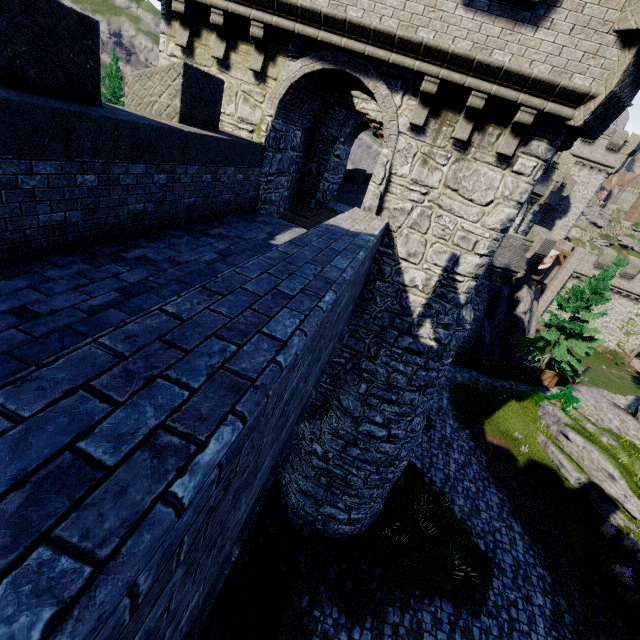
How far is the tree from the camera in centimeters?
2262cm

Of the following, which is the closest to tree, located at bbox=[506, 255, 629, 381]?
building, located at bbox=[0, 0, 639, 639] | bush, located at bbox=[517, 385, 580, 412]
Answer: bush, located at bbox=[517, 385, 580, 412]

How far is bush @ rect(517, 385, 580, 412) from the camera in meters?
20.7 m

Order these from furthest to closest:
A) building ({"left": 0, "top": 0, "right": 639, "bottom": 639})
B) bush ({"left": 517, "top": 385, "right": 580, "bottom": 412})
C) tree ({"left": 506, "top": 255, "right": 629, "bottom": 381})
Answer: tree ({"left": 506, "top": 255, "right": 629, "bottom": 381}), bush ({"left": 517, "top": 385, "right": 580, "bottom": 412}), building ({"left": 0, "top": 0, "right": 639, "bottom": 639})

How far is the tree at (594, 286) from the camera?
22.62m

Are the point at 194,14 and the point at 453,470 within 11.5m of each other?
no

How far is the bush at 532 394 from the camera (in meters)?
20.66

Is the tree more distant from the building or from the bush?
the building
